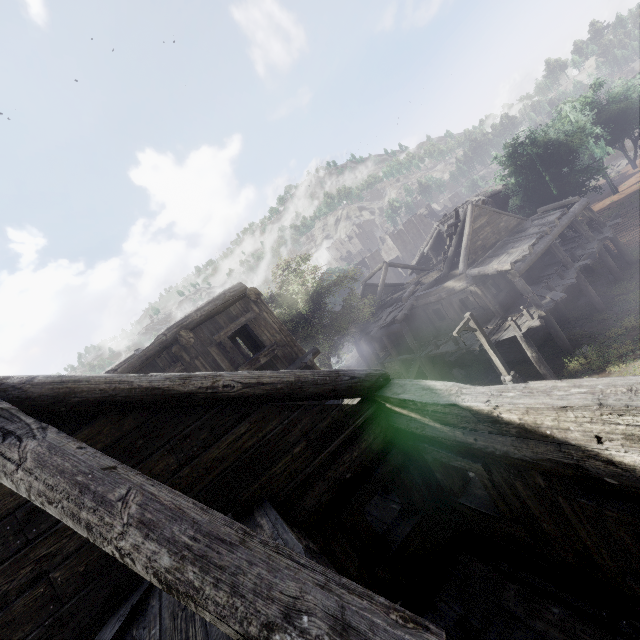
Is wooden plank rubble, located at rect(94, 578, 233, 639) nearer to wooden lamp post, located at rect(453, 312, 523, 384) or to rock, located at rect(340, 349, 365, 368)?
wooden lamp post, located at rect(453, 312, 523, 384)

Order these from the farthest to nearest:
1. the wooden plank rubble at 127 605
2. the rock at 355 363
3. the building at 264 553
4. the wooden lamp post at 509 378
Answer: the rock at 355 363 → the wooden lamp post at 509 378 → the wooden plank rubble at 127 605 → the building at 264 553

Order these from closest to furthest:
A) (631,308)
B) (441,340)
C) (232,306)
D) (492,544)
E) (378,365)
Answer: (492,544) < (232,306) < (631,308) < (441,340) < (378,365)

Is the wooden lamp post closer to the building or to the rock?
the building

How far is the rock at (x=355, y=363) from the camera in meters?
34.4

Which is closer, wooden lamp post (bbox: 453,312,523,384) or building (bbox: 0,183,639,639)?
building (bbox: 0,183,639,639)

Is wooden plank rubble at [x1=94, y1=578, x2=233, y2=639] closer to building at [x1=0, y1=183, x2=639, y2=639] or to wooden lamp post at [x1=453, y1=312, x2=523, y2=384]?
building at [x1=0, y1=183, x2=639, y2=639]

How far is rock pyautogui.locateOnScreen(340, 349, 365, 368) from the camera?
34.4m
